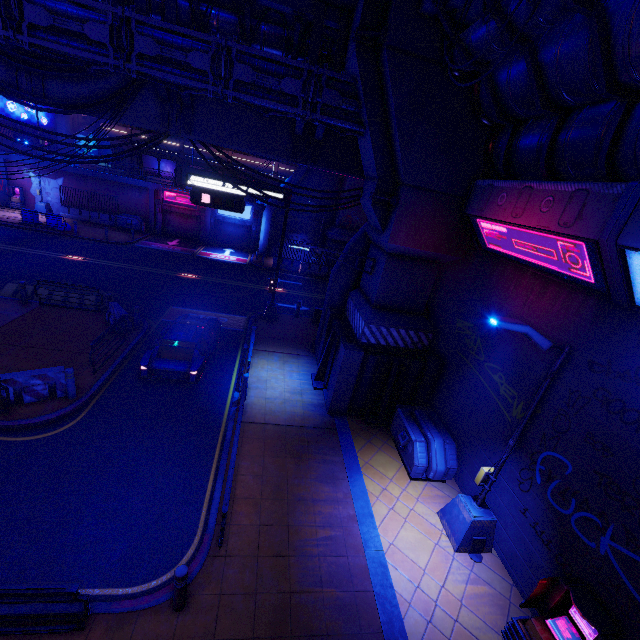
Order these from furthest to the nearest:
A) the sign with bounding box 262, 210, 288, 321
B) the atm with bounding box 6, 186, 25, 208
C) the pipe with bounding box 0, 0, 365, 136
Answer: the atm with bounding box 6, 186, 25, 208
the sign with bounding box 262, 210, 288, 321
the pipe with bounding box 0, 0, 365, 136

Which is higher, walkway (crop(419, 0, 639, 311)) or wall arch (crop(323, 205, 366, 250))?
walkway (crop(419, 0, 639, 311))

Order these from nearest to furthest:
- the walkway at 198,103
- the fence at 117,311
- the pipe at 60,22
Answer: the pipe at 60,22, the walkway at 198,103, the fence at 117,311

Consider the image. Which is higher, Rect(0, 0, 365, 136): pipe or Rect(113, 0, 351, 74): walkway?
Rect(113, 0, 351, 74): walkway

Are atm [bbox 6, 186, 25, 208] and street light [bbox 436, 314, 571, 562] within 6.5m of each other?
no

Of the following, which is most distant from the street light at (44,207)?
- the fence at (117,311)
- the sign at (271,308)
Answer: the fence at (117,311)

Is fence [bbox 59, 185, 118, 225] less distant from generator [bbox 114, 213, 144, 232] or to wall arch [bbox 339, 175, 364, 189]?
generator [bbox 114, 213, 144, 232]

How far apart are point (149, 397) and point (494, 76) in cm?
1396
